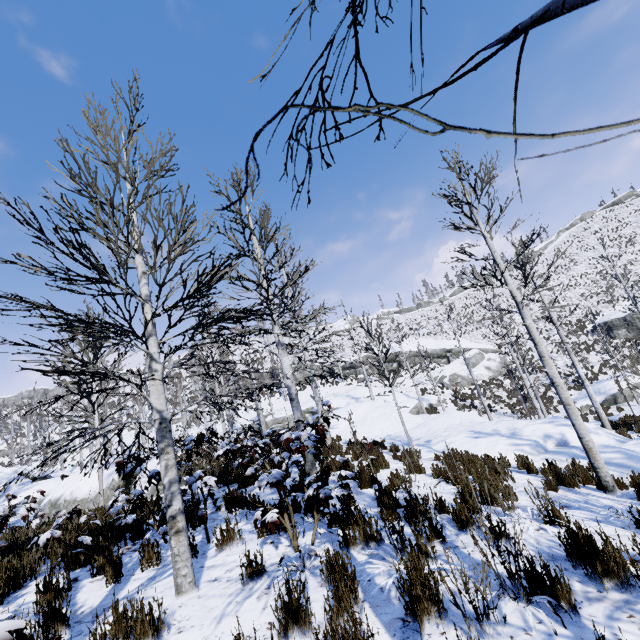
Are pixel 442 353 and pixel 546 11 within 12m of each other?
no

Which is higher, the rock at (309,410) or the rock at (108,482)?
the rock at (309,410)

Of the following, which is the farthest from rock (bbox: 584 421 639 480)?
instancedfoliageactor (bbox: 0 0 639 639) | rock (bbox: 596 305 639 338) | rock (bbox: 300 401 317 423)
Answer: rock (bbox: 596 305 639 338)

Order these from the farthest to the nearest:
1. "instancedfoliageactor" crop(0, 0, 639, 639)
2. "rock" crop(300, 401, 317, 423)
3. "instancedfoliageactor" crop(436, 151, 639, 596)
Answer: "rock" crop(300, 401, 317, 423), "instancedfoliageactor" crop(436, 151, 639, 596), "instancedfoliageactor" crop(0, 0, 639, 639)

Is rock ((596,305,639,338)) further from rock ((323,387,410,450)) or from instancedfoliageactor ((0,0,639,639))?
rock ((323,387,410,450))

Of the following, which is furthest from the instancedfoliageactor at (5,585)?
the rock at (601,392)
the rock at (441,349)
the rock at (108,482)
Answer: the rock at (441,349)

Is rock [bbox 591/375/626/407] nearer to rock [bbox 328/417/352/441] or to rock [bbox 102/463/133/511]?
rock [bbox 328/417/352/441]

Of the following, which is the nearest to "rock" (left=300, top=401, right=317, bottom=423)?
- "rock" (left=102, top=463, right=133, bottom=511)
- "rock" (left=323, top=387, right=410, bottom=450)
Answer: "rock" (left=323, top=387, right=410, bottom=450)
